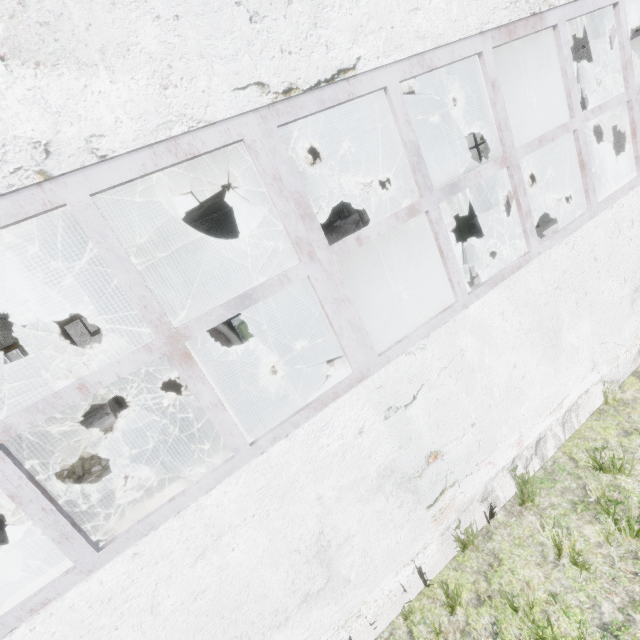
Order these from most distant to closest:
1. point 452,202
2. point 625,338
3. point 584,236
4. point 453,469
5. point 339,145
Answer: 1. point 339,145
2. point 452,202
3. point 625,338
4. point 584,236
5. point 453,469

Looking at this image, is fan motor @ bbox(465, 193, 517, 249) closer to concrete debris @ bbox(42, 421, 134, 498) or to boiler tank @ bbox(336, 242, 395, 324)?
boiler tank @ bbox(336, 242, 395, 324)

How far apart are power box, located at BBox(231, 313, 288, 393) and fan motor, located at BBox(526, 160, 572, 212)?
13.86m

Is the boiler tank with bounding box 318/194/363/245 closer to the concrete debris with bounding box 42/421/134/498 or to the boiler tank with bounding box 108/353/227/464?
the boiler tank with bounding box 108/353/227/464

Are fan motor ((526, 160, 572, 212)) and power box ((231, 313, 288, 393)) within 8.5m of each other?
no

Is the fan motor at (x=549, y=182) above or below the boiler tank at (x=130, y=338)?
below

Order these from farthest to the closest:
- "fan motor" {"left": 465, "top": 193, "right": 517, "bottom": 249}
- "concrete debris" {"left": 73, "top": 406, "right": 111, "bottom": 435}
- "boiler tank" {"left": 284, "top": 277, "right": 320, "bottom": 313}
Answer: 1. "concrete debris" {"left": 73, "top": 406, "right": 111, "bottom": 435}
2. "boiler tank" {"left": 284, "top": 277, "right": 320, "bottom": 313}
3. "fan motor" {"left": 465, "top": 193, "right": 517, "bottom": 249}

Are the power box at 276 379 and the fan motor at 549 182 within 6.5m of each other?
no
